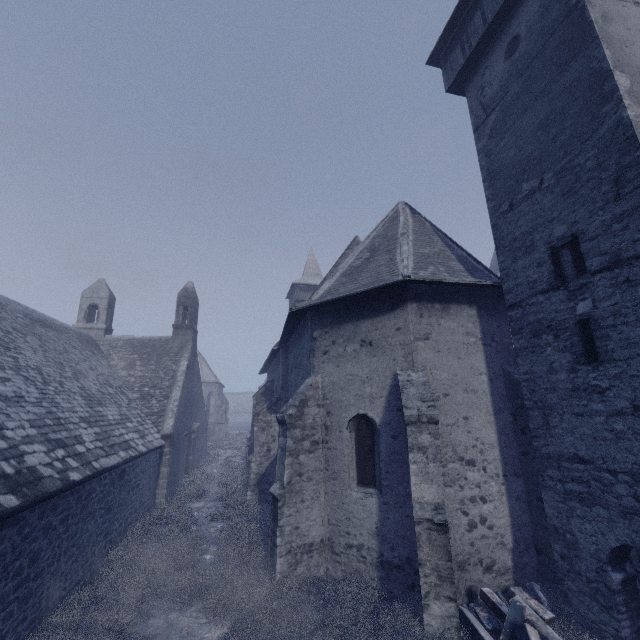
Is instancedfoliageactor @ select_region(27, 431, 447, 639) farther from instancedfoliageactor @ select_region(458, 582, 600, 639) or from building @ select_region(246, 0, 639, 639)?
instancedfoliageactor @ select_region(458, 582, 600, 639)

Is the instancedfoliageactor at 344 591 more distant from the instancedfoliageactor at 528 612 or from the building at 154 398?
the instancedfoliageactor at 528 612

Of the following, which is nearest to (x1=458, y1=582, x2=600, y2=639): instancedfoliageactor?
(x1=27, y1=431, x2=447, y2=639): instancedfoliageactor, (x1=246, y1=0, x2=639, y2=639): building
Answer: (x1=246, y1=0, x2=639, y2=639): building

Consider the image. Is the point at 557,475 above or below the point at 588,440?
below

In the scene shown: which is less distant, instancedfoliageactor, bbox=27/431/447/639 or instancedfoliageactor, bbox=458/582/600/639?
instancedfoliageactor, bbox=458/582/600/639

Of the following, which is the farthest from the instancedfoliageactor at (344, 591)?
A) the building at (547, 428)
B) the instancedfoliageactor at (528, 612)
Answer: the instancedfoliageactor at (528, 612)
